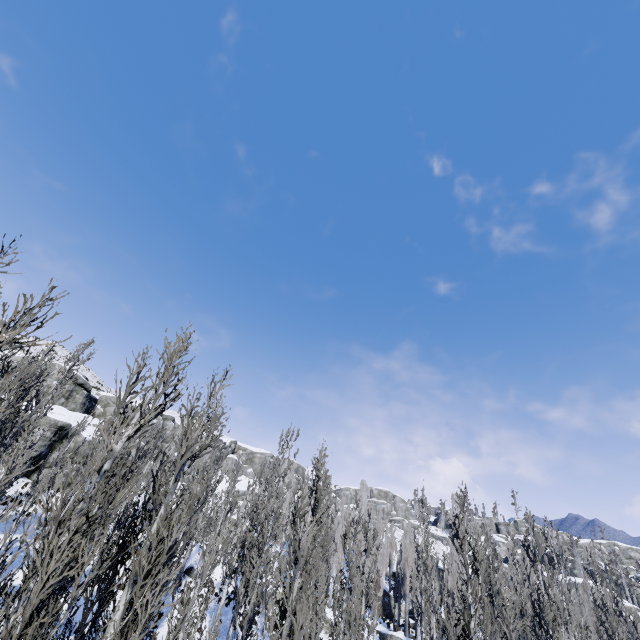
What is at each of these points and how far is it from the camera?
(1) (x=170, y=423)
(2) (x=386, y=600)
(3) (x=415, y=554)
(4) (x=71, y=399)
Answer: (1) rock, 53.9m
(2) rock, 39.8m
(3) instancedfoliageactor, 32.5m
(4) rock, 38.9m

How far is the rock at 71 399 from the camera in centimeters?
2924cm

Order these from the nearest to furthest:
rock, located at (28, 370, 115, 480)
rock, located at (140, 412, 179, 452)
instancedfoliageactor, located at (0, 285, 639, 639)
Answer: instancedfoliageactor, located at (0, 285, 639, 639) → rock, located at (28, 370, 115, 480) → rock, located at (140, 412, 179, 452)

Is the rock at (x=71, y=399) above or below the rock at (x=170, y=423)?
below

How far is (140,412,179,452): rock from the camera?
49.30m

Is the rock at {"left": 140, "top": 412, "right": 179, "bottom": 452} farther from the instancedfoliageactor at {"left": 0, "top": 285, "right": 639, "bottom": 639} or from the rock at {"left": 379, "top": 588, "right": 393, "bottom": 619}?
the rock at {"left": 379, "top": 588, "right": 393, "bottom": 619}

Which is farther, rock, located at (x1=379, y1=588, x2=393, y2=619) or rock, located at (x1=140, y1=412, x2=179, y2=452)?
rock, located at (x1=140, y1=412, x2=179, y2=452)
